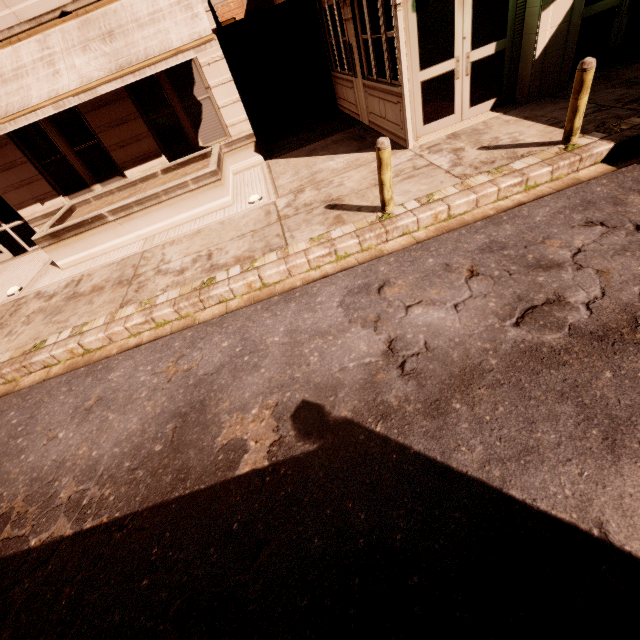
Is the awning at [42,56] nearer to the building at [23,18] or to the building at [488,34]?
the building at [23,18]

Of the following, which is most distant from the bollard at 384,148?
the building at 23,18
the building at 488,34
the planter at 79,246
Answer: the building at 23,18

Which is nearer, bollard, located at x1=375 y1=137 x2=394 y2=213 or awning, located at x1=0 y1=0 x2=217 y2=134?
bollard, located at x1=375 y1=137 x2=394 y2=213

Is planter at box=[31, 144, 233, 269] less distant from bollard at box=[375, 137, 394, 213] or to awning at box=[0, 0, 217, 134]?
awning at box=[0, 0, 217, 134]

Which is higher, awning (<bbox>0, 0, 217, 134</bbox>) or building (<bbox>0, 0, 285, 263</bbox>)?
awning (<bbox>0, 0, 217, 134</bbox>)

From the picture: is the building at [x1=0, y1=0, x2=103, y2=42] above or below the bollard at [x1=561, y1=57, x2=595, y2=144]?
above

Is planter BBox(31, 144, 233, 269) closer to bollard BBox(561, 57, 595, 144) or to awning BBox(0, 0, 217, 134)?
awning BBox(0, 0, 217, 134)

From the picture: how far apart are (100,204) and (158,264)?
4.3m
